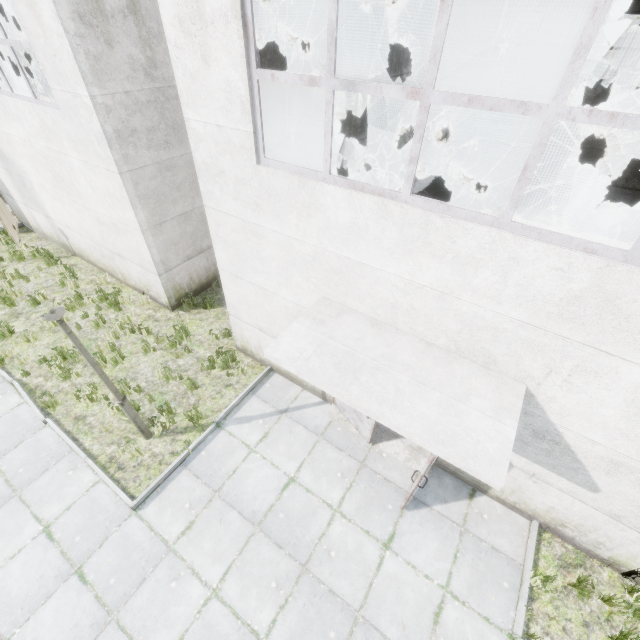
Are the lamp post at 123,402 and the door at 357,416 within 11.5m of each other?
yes

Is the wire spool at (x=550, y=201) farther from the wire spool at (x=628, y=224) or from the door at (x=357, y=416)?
the door at (x=357, y=416)

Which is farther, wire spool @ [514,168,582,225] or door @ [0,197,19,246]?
wire spool @ [514,168,582,225]

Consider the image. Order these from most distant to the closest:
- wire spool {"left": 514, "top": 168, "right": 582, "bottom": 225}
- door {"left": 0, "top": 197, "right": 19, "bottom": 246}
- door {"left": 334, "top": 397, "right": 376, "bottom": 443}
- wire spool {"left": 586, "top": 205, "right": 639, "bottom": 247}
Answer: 1. wire spool {"left": 514, "top": 168, "right": 582, "bottom": 225}
2. door {"left": 0, "top": 197, "right": 19, "bottom": 246}
3. wire spool {"left": 586, "top": 205, "right": 639, "bottom": 247}
4. door {"left": 334, "top": 397, "right": 376, "bottom": 443}

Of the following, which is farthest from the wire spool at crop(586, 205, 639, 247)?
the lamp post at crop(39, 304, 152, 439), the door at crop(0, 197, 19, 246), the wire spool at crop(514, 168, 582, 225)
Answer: the door at crop(0, 197, 19, 246)

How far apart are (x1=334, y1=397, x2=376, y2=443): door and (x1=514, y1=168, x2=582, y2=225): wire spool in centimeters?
1300cm

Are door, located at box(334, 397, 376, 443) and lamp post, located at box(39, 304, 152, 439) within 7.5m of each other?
yes

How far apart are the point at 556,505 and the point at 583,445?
1.6m
